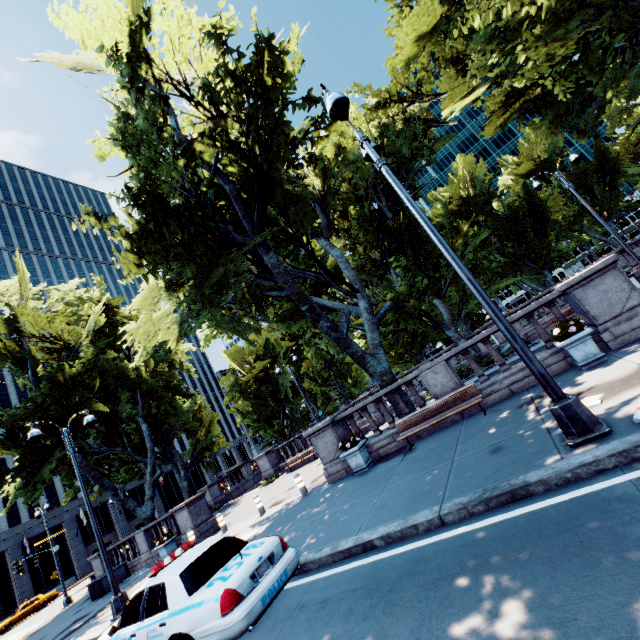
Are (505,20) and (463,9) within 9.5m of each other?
yes

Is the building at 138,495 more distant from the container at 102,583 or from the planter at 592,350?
the planter at 592,350

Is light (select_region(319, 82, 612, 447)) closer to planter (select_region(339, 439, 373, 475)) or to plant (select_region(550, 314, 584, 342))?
plant (select_region(550, 314, 584, 342))

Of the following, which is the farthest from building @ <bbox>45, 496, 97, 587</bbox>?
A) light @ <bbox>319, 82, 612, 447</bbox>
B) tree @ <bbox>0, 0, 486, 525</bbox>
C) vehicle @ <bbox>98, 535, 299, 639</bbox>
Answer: light @ <bbox>319, 82, 612, 447</bbox>

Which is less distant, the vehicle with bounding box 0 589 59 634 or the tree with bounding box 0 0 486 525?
the tree with bounding box 0 0 486 525

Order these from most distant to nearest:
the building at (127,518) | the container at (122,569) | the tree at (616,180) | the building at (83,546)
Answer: the building at (127,518), the building at (83,546), the container at (122,569), the tree at (616,180)

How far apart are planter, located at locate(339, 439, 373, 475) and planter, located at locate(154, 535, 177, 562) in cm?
1222

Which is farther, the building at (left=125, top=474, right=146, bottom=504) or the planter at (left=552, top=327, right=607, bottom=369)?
the building at (left=125, top=474, right=146, bottom=504)
